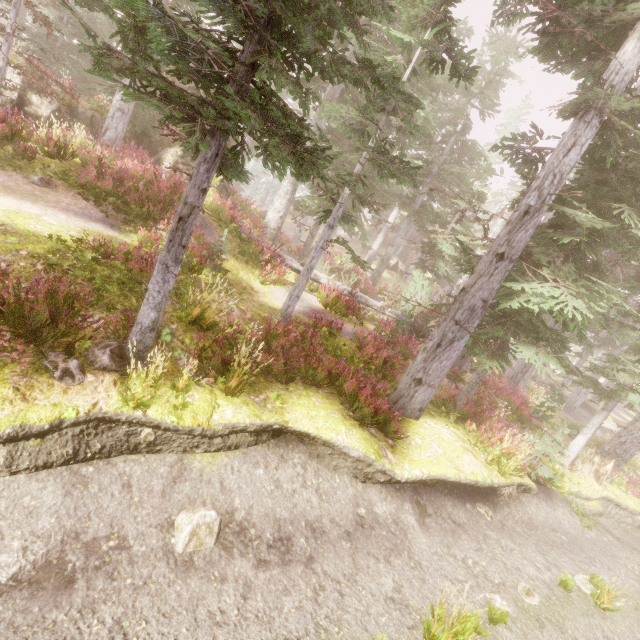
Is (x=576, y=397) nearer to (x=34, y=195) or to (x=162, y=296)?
(x=162, y=296)

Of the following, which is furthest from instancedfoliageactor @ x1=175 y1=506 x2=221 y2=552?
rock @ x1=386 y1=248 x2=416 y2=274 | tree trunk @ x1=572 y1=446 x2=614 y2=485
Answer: tree trunk @ x1=572 y1=446 x2=614 y2=485

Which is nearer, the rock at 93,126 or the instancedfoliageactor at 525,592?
the instancedfoliageactor at 525,592

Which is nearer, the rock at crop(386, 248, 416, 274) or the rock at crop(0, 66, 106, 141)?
the rock at crop(0, 66, 106, 141)

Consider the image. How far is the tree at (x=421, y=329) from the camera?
14.8 meters

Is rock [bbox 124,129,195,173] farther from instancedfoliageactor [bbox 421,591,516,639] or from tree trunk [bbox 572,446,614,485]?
tree trunk [bbox 572,446,614,485]

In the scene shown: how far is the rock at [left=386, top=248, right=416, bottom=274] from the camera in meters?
42.0 m
